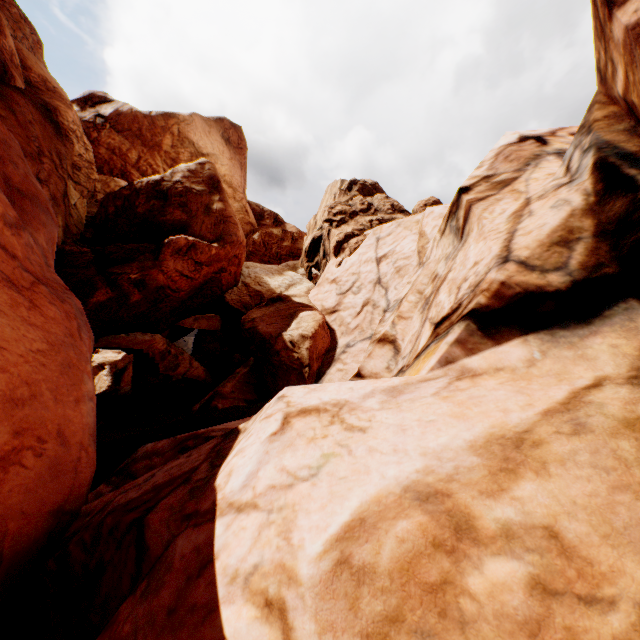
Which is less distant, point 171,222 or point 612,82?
point 612,82
